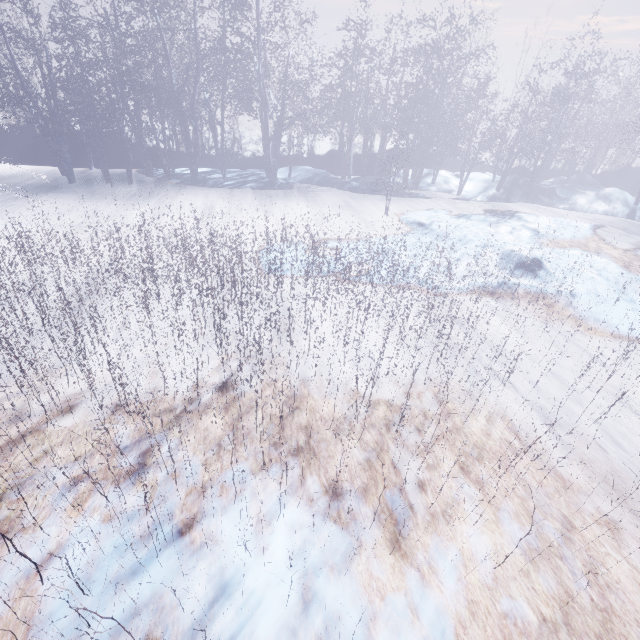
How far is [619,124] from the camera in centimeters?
1830cm
